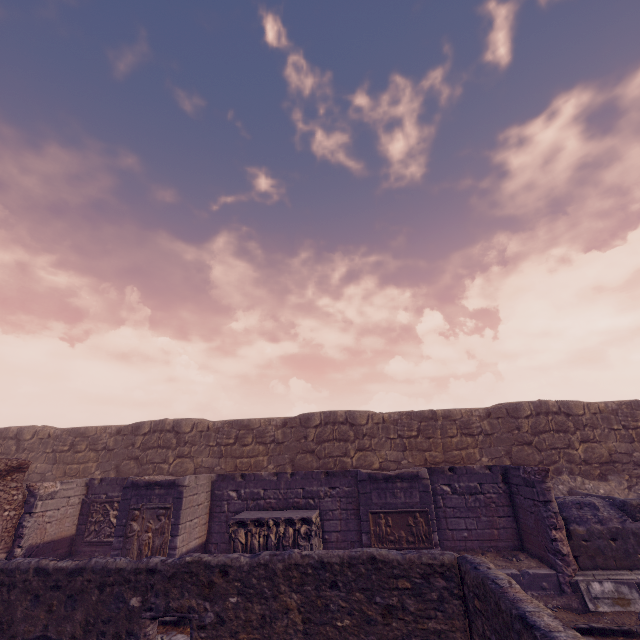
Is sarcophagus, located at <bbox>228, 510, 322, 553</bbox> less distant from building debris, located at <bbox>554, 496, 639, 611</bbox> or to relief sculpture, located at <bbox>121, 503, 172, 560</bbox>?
relief sculpture, located at <bbox>121, 503, 172, 560</bbox>

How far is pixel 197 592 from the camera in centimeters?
473cm

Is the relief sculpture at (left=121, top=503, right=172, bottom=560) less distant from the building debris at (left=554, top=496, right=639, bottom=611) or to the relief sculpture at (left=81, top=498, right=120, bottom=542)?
the relief sculpture at (left=81, top=498, right=120, bottom=542)

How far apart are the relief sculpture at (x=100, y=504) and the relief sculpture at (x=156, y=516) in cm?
177

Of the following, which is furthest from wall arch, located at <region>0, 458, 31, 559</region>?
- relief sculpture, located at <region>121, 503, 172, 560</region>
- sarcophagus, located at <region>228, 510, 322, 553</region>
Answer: sarcophagus, located at <region>228, 510, 322, 553</region>

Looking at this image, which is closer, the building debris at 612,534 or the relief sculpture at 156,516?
the building debris at 612,534

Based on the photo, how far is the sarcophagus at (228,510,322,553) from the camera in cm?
862

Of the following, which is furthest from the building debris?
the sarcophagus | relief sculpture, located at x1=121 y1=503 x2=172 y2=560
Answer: relief sculpture, located at x1=121 y1=503 x2=172 y2=560
